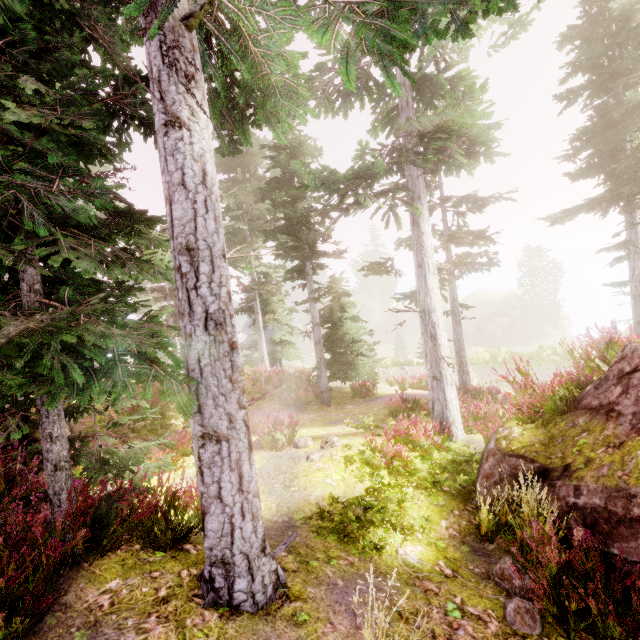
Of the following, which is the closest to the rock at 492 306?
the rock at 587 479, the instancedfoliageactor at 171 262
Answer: the instancedfoliageactor at 171 262

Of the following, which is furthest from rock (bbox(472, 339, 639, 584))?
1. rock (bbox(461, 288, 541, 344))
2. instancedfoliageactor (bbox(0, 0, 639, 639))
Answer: rock (bbox(461, 288, 541, 344))

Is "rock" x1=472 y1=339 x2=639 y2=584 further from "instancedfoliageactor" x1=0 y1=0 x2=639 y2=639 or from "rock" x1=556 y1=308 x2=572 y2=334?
"rock" x1=556 y1=308 x2=572 y2=334

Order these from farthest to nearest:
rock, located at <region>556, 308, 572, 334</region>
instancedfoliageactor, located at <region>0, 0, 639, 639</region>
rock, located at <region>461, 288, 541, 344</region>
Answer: rock, located at <region>556, 308, 572, 334</region> < rock, located at <region>461, 288, 541, 344</region> < instancedfoliageactor, located at <region>0, 0, 639, 639</region>

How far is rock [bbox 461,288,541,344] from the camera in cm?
4728

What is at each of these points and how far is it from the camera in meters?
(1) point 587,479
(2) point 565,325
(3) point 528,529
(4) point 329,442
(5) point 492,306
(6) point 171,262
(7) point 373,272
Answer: (1) rock, 4.8 m
(2) rock, 48.6 m
(3) instancedfoliageactor, 4.9 m
(4) instancedfoliageactor, 8.5 m
(5) rock, 52.0 m
(6) instancedfoliageactor, 4.6 m
(7) instancedfoliageactor, 12.7 m

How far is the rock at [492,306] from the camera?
47.3 meters
